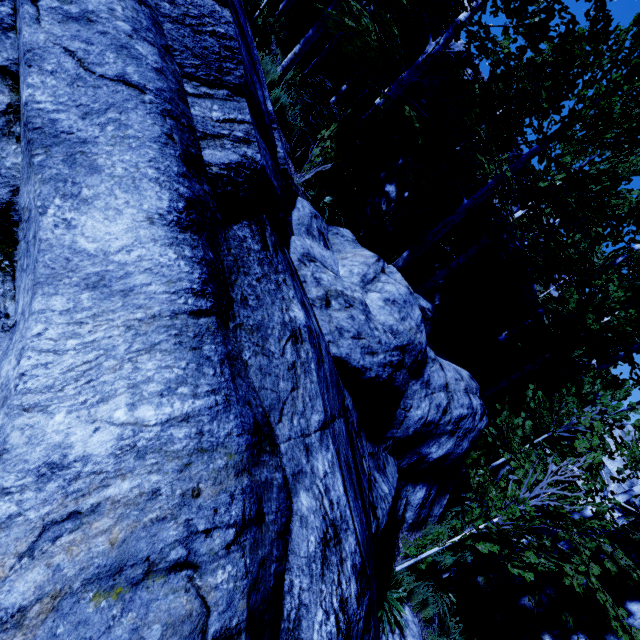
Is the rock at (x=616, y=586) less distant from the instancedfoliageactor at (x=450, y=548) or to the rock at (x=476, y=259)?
the instancedfoliageactor at (x=450, y=548)

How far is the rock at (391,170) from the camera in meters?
11.8

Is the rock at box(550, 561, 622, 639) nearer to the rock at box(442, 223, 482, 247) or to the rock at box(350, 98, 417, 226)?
the rock at box(442, 223, 482, 247)

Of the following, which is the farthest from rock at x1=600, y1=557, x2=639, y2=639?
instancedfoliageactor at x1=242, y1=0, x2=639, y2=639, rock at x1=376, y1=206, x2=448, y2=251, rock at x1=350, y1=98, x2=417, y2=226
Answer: rock at x1=350, y1=98, x2=417, y2=226

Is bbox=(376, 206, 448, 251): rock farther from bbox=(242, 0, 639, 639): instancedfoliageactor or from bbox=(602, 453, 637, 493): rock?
bbox=(602, 453, 637, 493): rock

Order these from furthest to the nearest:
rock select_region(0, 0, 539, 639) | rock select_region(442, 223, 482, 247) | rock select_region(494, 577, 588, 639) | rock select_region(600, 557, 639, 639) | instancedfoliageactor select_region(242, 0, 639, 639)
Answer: rock select_region(442, 223, 482, 247) → rock select_region(494, 577, 588, 639) → rock select_region(600, 557, 639, 639) → instancedfoliageactor select_region(242, 0, 639, 639) → rock select_region(0, 0, 539, 639)

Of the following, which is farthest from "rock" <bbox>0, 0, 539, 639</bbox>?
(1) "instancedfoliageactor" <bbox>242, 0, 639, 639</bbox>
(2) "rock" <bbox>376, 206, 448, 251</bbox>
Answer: (2) "rock" <bbox>376, 206, 448, 251</bbox>

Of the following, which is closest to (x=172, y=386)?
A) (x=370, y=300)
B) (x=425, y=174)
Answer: (x=370, y=300)
